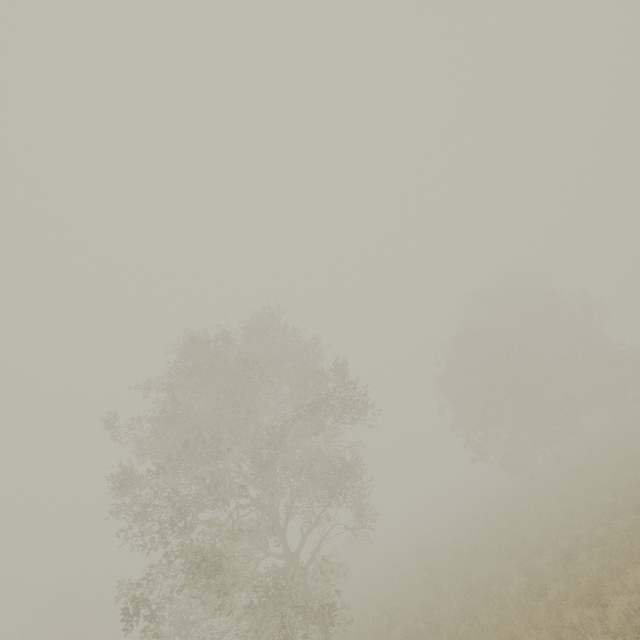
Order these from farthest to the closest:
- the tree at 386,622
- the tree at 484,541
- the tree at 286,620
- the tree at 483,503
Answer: the tree at 483,503
the tree at 484,541
the tree at 386,622
the tree at 286,620

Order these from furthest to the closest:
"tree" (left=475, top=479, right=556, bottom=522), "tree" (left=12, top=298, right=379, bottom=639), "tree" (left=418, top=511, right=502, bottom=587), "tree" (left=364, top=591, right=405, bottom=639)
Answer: "tree" (left=475, top=479, right=556, bottom=522), "tree" (left=418, top=511, right=502, bottom=587), "tree" (left=364, top=591, right=405, bottom=639), "tree" (left=12, top=298, right=379, bottom=639)

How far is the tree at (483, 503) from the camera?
17.2m

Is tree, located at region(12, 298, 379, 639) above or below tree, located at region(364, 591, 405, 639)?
above

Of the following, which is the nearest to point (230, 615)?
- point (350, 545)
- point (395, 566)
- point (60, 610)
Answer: point (60, 610)

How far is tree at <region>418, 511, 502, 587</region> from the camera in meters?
15.0
